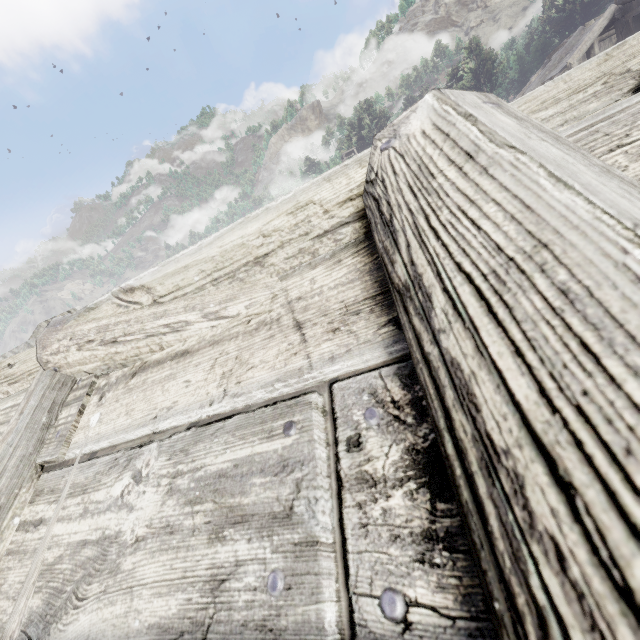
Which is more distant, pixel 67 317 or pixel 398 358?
pixel 67 317
